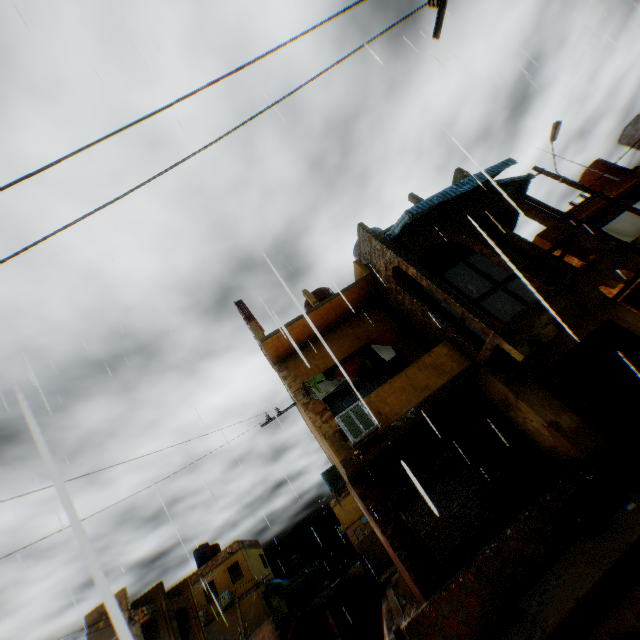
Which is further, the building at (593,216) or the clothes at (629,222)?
the building at (593,216)

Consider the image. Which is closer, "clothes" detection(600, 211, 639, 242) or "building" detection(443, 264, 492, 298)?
"clothes" detection(600, 211, 639, 242)

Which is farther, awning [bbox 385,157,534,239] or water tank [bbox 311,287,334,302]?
water tank [bbox 311,287,334,302]

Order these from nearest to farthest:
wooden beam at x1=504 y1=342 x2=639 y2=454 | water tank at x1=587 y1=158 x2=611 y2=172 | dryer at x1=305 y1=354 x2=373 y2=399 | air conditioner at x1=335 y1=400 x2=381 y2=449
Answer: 1. wooden beam at x1=504 y1=342 x2=639 y2=454
2. air conditioner at x1=335 y1=400 x2=381 y2=449
3. dryer at x1=305 y1=354 x2=373 y2=399
4. water tank at x1=587 y1=158 x2=611 y2=172

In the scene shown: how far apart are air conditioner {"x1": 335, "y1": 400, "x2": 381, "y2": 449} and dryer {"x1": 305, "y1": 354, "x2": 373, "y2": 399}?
1.42m

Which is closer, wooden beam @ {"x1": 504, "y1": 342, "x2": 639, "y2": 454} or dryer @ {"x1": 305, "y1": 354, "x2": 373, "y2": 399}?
wooden beam @ {"x1": 504, "y1": 342, "x2": 639, "y2": 454}

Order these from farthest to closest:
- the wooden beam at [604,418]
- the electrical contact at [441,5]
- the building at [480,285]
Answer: the building at [480,285] < the wooden beam at [604,418] < the electrical contact at [441,5]

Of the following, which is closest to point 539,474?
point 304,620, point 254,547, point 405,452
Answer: point 405,452
